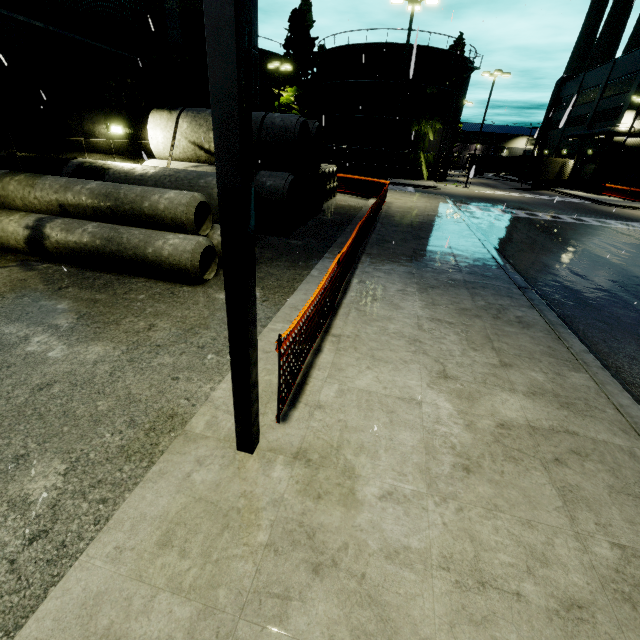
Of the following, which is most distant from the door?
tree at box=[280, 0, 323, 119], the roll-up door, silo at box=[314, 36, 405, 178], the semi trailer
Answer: tree at box=[280, 0, 323, 119]

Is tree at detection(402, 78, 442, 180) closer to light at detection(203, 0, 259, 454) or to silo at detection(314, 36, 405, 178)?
silo at detection(314, 36, 405, 178)

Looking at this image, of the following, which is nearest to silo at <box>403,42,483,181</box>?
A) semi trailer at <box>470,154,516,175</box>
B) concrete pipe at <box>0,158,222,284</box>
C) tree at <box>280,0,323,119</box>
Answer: tree at <box>280,0,323,119</box>

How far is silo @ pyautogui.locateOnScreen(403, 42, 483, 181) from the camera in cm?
3198

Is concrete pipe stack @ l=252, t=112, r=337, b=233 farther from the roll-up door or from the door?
the door

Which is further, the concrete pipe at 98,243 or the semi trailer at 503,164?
the semi trailer at 503,164

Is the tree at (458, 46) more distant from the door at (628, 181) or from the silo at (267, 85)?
the door at (628, 181)

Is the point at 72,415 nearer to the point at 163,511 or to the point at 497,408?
the point at 163,511
